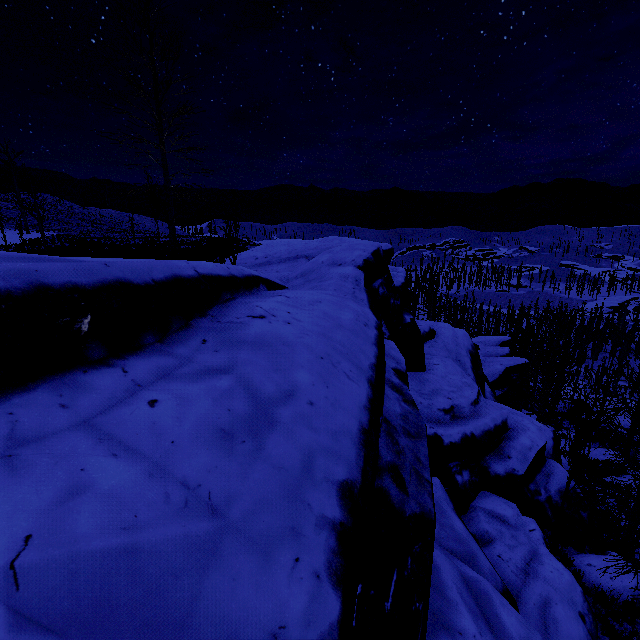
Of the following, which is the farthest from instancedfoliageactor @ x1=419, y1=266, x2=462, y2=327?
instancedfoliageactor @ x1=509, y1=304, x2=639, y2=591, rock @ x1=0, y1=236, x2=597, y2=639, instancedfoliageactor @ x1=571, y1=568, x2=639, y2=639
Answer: instancedfoliageactor @ x1=509, y1=304, x2=639, y2=591

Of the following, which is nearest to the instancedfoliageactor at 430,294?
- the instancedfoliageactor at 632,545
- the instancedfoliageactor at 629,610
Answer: the instancedfoliageactor at 629,610

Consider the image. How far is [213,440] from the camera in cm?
158

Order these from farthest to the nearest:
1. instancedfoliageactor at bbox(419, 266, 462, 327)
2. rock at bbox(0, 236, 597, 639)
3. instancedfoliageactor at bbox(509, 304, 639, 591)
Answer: instancedfoliageactor at bbox(419, 266, 462, 327) < instancedfoliageactor at bbox(509, 304, 639, 591) < rock at bbox(0, 236, 597, 639)

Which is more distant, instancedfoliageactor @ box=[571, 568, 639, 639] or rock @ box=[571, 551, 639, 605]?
rock @ box=[571, 551, 639, 605]

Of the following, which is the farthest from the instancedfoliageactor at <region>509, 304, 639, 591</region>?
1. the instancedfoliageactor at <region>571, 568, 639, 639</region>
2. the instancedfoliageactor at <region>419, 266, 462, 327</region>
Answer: the instancedfoliageactor at <region>419, 266, 462, 327</region>

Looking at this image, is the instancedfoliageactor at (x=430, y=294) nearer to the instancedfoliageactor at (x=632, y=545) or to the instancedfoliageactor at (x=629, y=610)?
the instancedfoliageactor at (x=629, y=610)
